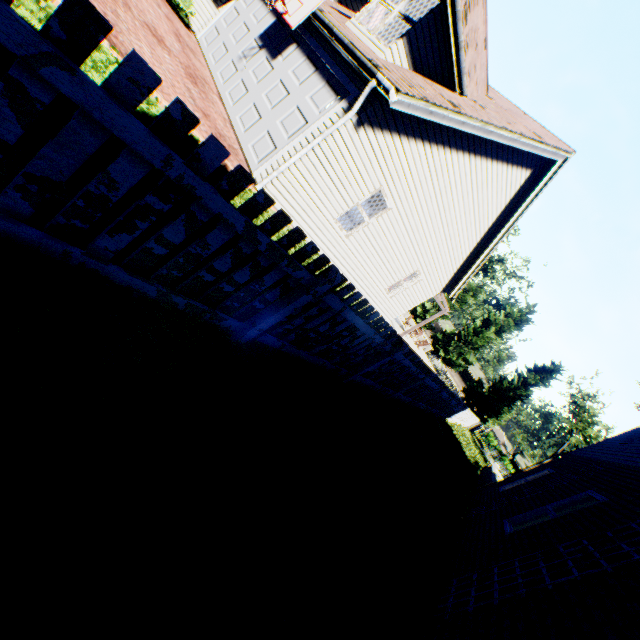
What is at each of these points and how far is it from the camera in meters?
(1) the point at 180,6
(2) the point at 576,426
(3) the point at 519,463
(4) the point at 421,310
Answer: (1) hedge, 11.1
(2) tree, 44.9
(3) house, 56.2
(4) tree, 42.8

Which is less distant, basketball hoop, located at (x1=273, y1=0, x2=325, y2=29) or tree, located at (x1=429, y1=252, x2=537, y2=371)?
basketball hoop, located at (x1=273, y1=0, x2=325, y2=29)

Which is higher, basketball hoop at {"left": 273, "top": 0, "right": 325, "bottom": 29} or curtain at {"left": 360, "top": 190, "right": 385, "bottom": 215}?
basketball hoop at {"left": 273, "top": 0, "right": 325, "bottom": 29}

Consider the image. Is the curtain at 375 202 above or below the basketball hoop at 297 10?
below

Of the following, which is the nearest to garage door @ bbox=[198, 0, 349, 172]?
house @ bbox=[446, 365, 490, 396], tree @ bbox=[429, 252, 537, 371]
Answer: tree @ bbox=[429, 252, 537, 371]

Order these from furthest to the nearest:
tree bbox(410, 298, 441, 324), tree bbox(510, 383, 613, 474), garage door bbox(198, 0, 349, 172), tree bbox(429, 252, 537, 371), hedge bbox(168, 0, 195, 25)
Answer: tree bbox(510, 383, 613, 474) < tree bbox(410, 298, 441, 324) < tree bbox(429, 252, 537, 371) < hedge bbox(168, 0, 195, 25) < garage door bbox(198, 0, 349, 172)

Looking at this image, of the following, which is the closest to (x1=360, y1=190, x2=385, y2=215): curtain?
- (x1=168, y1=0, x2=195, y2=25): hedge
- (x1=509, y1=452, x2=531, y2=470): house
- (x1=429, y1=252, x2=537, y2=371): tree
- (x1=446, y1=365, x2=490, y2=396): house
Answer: (x1=168, y1=0, x2=195, y2=25): hedge

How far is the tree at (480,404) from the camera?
36.0 meters
